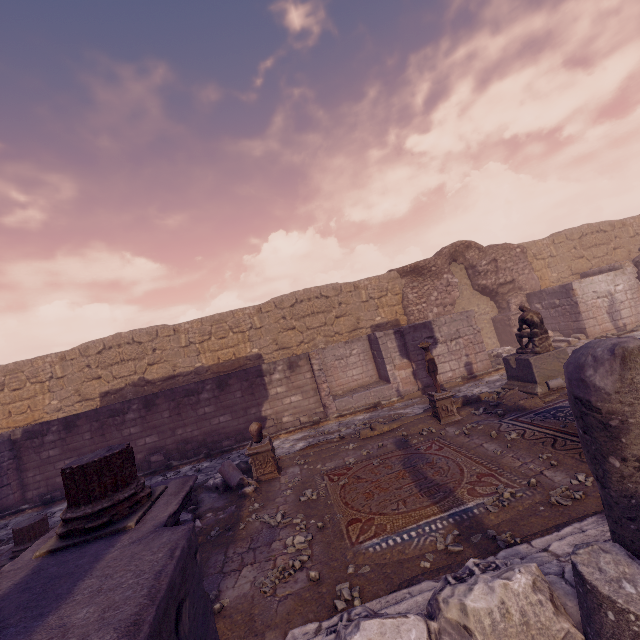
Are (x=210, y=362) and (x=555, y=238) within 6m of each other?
no

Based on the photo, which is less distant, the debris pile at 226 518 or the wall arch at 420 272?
the debris pile at 226 518

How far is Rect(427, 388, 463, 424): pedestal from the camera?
8.16m

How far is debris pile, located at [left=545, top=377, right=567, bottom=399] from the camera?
7.56m

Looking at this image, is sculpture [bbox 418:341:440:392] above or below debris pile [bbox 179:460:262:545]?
above

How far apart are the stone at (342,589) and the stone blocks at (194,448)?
8.1 meters

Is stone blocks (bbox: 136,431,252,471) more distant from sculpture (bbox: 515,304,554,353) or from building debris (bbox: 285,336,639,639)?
sculpture (bbox: 515,304,554,353)

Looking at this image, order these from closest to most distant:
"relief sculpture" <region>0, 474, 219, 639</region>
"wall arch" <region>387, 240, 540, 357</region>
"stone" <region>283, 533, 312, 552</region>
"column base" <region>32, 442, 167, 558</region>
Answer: "relief sculpture" <region>0, 474, 219, 639</region> → "column base" <region>32, 442, 167, 558</region> → "stone" <region>283, 533, 312, 552</region> → "wall arch" <region>387, 240, 540, 357</region>
